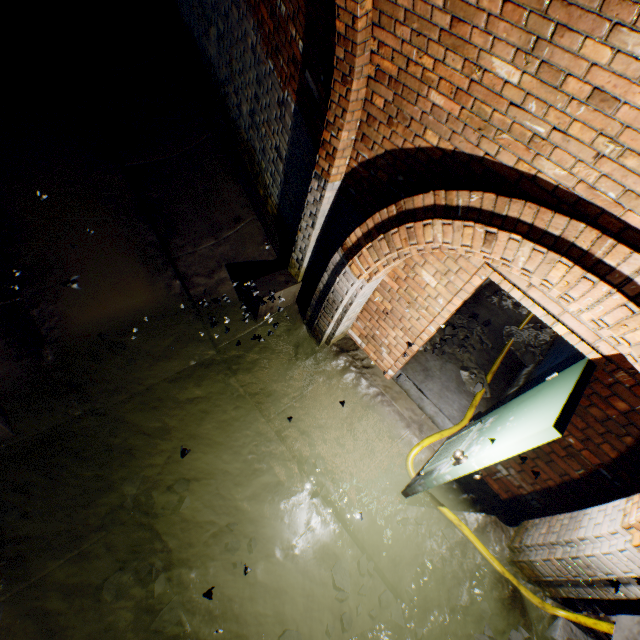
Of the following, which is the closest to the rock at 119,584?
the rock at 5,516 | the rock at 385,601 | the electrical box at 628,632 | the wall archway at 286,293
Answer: the rock at 5,516

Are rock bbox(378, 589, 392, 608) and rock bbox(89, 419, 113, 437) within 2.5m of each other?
no

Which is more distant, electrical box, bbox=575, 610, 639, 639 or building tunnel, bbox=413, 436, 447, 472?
building tunnel, bbox=413, 436, 447, 472

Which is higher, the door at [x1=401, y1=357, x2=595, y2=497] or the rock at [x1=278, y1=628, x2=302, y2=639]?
the door at [x1=401, y1=357, x2=595, y2=497]

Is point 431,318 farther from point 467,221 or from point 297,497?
point 297,497

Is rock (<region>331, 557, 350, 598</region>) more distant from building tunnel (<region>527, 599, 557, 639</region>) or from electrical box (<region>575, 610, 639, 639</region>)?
electrical box (<region>575, 610, 639, 639</region>)

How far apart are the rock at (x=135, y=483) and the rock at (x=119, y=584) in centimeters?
36cm

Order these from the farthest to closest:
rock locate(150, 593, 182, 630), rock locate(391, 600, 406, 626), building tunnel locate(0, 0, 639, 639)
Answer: rock locate(391, 600, 406, 626) < rock locate(150, 593, 182, 630) < building tunnel locate(0, 0, 639, 639)
